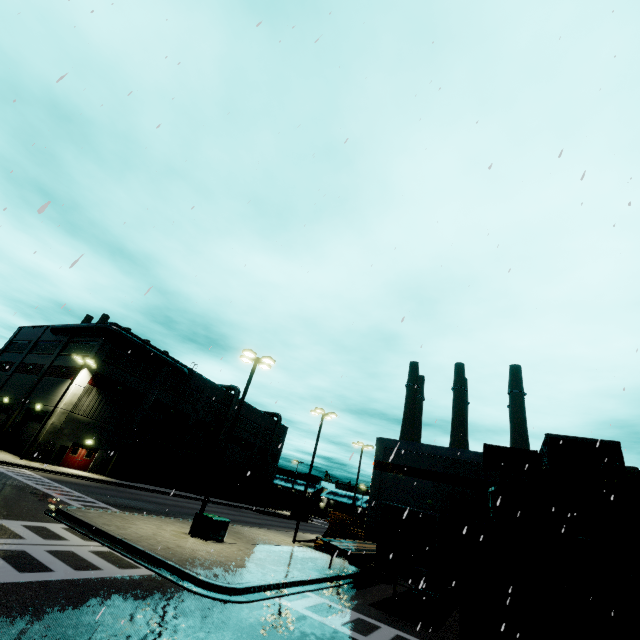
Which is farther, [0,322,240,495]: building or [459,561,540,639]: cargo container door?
[0,322,240,495]: building

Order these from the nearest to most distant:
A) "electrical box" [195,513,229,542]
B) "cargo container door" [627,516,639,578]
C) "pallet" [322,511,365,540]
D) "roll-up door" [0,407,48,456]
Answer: "cargo container door" [627,516,639,578] → "electrical box" [195,513,229,542] → "pallet" [322,511,365,540] → "roll-up door" [0,407,48,456]

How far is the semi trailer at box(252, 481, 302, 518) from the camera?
48.8m

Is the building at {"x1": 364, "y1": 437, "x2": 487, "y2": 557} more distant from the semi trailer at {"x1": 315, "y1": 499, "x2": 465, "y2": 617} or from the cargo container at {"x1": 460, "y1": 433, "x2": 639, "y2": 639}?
the cargo container at {"x1": 460, "y1": 433, "x2": 639, "y2": 639}

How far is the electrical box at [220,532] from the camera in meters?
16.0 m

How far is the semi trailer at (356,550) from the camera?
13.62m

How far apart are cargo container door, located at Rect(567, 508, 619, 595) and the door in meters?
40.6

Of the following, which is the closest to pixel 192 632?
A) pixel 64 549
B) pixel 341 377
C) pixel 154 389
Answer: pixel 64 549
